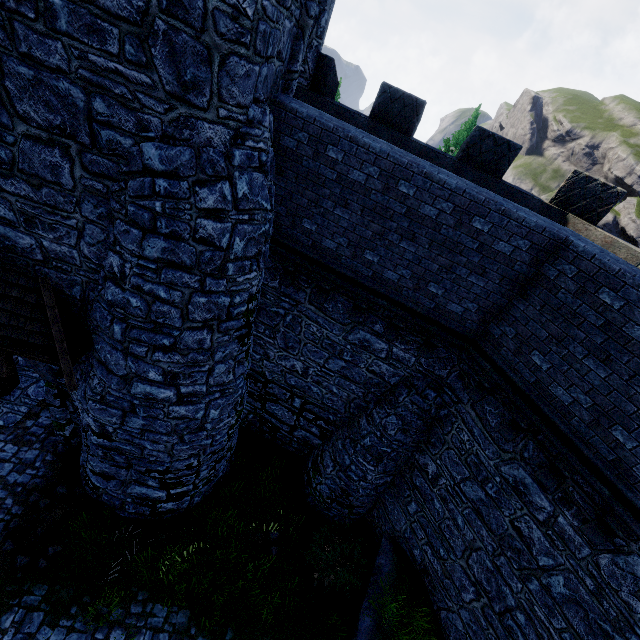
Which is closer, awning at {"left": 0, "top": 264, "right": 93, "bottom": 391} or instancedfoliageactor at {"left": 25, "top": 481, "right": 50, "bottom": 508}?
awning at {"left": 0, "top": 264, "right": 93, "bottom": 391}

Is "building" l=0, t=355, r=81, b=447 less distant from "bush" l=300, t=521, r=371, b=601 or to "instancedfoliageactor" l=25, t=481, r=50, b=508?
"instancedfoliageactor" l=25, t=481, r=50, b=508

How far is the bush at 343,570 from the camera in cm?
928

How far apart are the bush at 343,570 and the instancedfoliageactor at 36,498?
7.1 meters

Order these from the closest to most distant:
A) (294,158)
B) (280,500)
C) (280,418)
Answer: (294,158)
(280,500)
(280,418)

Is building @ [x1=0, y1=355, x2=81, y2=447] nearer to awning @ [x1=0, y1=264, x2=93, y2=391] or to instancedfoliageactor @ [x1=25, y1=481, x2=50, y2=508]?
awning @ [x1=0, y1=264, x2=93, y2=391]

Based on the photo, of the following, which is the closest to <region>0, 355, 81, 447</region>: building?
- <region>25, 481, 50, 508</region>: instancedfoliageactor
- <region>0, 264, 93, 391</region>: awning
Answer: <region>0, 264, 93, 391</region>: awning

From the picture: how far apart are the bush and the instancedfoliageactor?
7.1 meters
